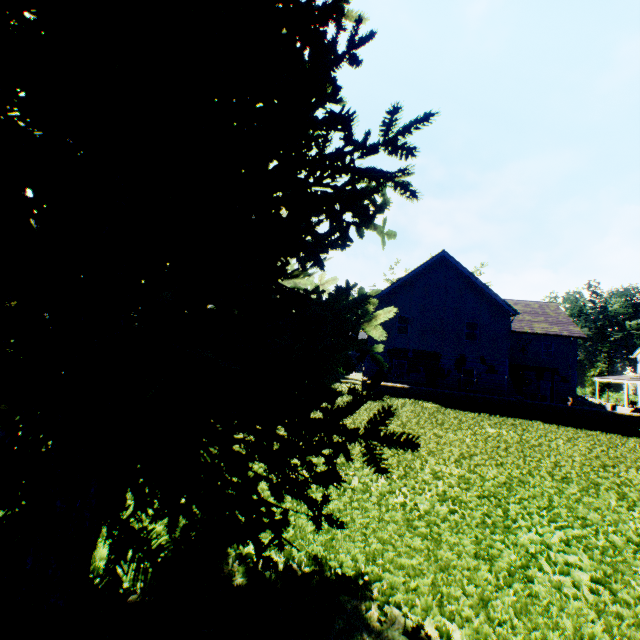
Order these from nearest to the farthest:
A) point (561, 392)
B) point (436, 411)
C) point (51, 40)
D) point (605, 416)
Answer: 1. point (51, 40)
2. point (436, 411)
3. point (605, 416)
4. point (561, 392)
